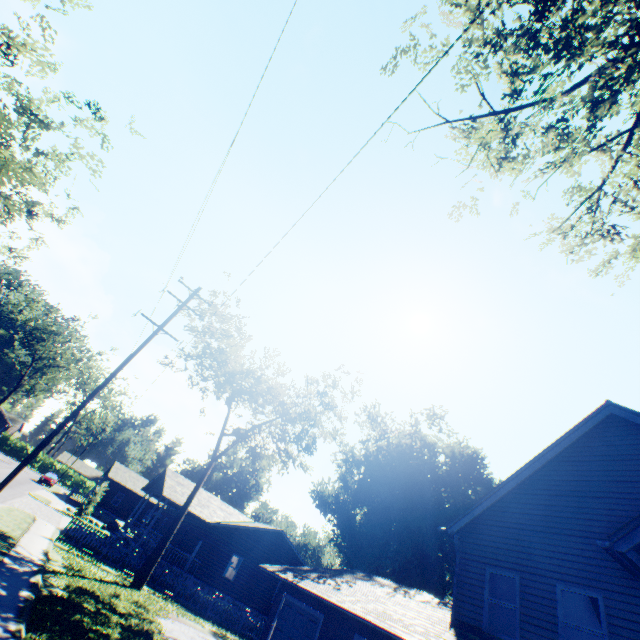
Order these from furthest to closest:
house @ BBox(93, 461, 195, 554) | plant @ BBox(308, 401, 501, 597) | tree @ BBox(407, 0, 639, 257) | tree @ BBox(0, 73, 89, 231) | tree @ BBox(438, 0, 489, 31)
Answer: plant @ BBox(308, 401, 501, 597)
house @ BBox(93, 461, 195, 554)
tree @ BBox(0, 73, 89, 231)
tree @ BBox(407, 0, 639, 257)
tree @ BBox(438, 0, 489, 31)

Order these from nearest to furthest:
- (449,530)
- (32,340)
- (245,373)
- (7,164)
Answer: (449,530) → (7,164) → (245,373) → (32,340)

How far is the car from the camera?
43.91m

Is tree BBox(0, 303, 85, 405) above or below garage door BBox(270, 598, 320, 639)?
above

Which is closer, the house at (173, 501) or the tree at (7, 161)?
the tree at (7, 161)

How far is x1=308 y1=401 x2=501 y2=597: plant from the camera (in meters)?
35.84

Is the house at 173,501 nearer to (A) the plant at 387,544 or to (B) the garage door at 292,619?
(A) the plant at 387,544

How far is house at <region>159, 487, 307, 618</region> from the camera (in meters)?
25.00
